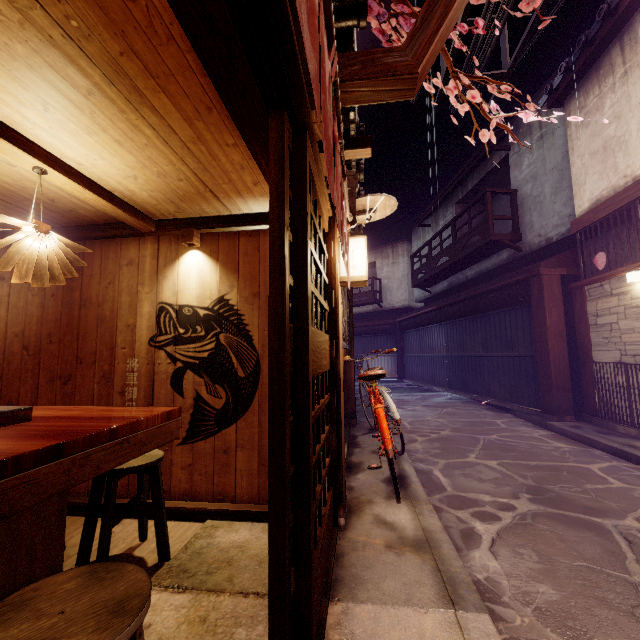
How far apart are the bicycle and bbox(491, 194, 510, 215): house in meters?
19.5

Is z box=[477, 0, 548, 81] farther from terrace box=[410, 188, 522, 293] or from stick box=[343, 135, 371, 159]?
stick box=[343, 135, 371, 159]

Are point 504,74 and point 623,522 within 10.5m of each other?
no

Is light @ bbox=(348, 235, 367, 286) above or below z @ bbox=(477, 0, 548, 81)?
below

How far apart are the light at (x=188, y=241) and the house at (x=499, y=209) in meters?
22.0 m

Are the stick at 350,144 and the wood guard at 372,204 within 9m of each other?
yes

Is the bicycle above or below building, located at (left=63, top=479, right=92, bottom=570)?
above

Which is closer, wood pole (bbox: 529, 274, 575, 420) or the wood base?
the wood base
